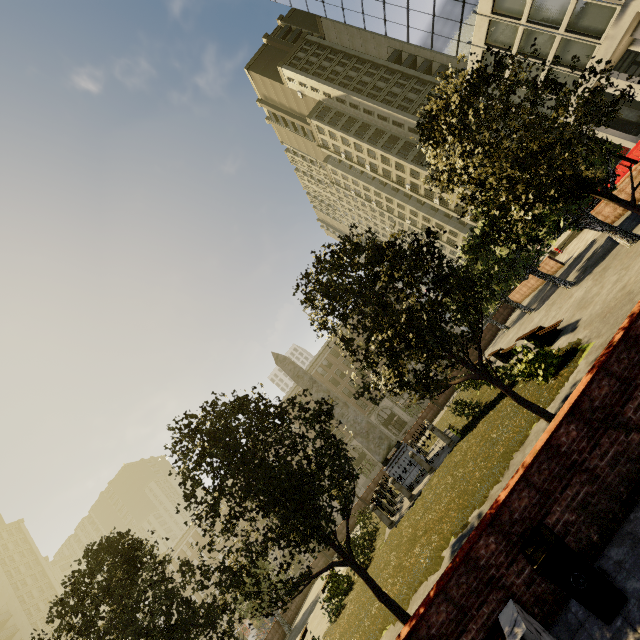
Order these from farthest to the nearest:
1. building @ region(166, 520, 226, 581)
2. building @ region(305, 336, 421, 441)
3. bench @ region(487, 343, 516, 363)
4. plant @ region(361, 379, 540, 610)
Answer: building @ region(166, 520, 226, 581) → building @ region(305, 336, 421, 441) → bench @ region(487, 343, 516, 363) → plant @ region(361, 379, 540, 610)

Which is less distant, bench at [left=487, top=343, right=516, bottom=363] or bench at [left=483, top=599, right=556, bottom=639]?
bench at [left=483, top=599, right=556, bottom=639]

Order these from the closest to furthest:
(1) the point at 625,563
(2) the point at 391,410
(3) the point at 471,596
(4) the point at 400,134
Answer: (1) the point at 625,563
(3) the point at 471,596
(2) the point at 391,410
(4) the point at 400,134

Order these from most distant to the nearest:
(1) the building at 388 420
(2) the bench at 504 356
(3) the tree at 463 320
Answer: (1) the building at 388 420, (2) the bench at 504 356, (3) the tree at 463 320

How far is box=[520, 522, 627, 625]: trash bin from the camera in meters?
3.6

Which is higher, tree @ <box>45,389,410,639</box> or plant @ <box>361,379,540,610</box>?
tree @ <box>45,389,410,639</box>

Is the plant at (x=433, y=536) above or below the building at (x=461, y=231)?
below

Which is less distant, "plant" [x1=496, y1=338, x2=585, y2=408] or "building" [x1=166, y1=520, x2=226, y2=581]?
"plant" [x1=496, y1=338, x2=585, y2=408]
